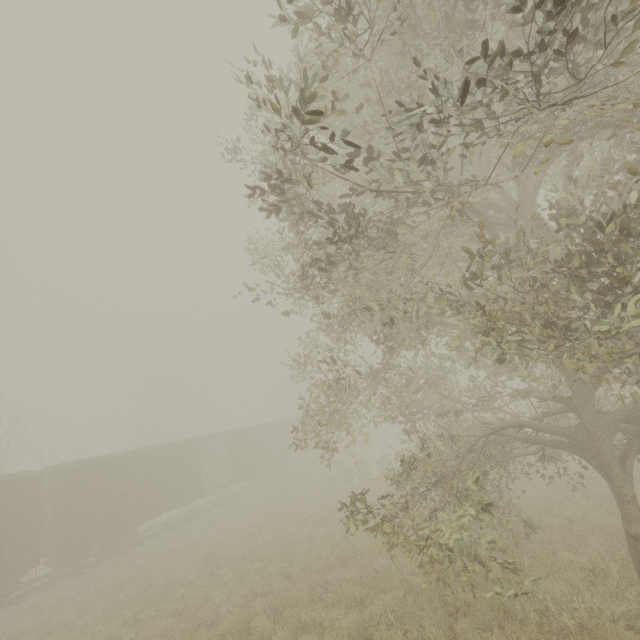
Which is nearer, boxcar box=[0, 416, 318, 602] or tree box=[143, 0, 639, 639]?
tree box=[143, 0, 639, 639]

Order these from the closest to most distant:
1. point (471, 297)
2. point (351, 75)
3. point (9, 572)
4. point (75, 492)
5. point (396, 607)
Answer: point (396, 607)
point (471, 297)
point (351, 75)
point (9, 572)
point (75, 492)

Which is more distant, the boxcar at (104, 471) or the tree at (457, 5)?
the boxcar at (104, 471)
